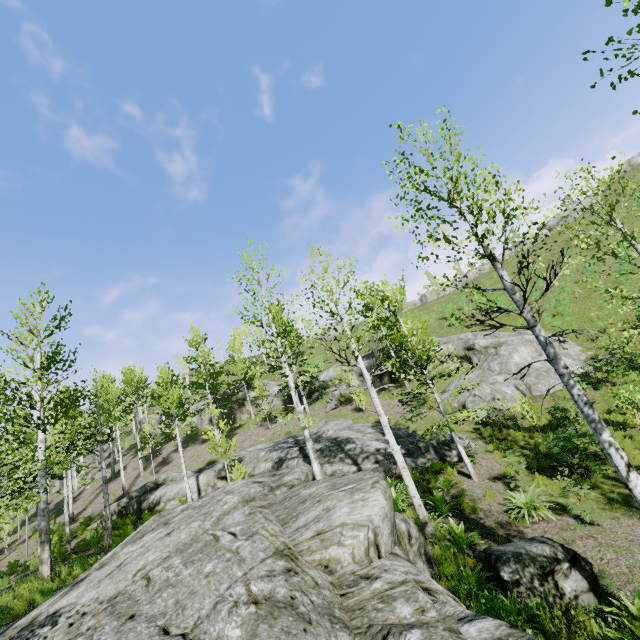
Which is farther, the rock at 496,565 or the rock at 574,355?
the rock at 574,355

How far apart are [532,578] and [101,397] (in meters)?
42.96

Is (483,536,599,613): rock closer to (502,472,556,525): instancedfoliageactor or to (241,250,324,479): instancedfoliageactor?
(241,250,324,479): instancedfoliageactor

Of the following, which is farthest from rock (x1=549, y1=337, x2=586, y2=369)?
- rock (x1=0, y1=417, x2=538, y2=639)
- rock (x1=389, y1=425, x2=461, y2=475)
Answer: rock (x1=0, y1=417, x2=538, y2=639)

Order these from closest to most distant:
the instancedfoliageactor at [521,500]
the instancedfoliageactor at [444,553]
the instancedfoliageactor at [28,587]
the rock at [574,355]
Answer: the instancedfoliageactor at [444,553] < the instancedfoliageactor at [521,500] < the instancedfoliageactor at [28,587] < the rock at [574,355]

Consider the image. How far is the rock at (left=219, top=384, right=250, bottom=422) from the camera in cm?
3328
